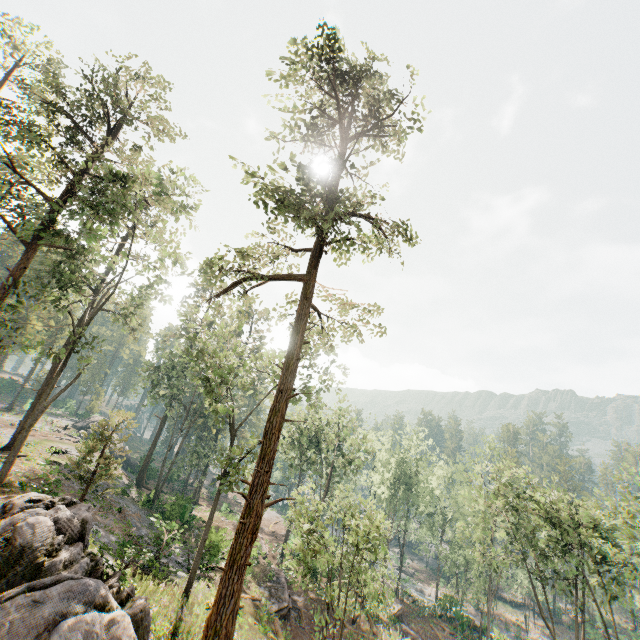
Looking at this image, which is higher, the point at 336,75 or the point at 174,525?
the point at 336,75

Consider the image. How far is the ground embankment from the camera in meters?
24.6

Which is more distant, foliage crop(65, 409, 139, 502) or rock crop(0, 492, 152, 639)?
foliage crop(65, 409, 139, 502)

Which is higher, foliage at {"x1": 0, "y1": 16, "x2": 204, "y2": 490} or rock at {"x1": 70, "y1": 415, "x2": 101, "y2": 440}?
foliage at {"x1": 0, "y1": 16, "x2": 204, "y2": 490}

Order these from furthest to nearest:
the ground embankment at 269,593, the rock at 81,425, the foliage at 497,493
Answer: the rock at 81,425
the ground embankment at 269,593
the foliage at 497,493

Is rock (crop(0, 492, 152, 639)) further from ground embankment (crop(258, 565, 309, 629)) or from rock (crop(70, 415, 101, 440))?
rock (crop(70, 415, 101, 440))

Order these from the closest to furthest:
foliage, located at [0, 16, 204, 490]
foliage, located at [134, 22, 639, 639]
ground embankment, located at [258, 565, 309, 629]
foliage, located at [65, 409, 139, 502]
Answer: foliage, located at [134, 22, 639, 639]
foliage, located at [0, 16, 204, 490]
foliage, located at [65, 409, 139, 502]
ground embankment, located at [258, 565, 309, 629]

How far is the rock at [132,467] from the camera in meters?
48.4 m
